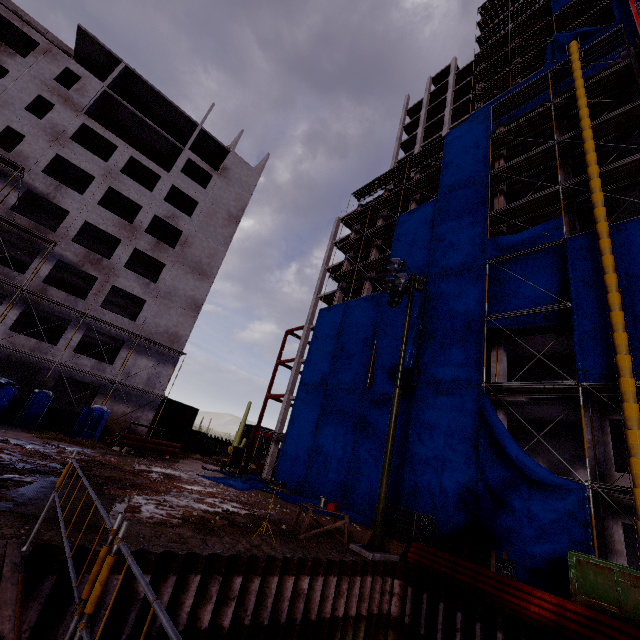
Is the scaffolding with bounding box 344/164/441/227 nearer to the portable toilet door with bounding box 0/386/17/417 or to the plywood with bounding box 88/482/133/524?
the plywood with bounding box 88/482/133/524

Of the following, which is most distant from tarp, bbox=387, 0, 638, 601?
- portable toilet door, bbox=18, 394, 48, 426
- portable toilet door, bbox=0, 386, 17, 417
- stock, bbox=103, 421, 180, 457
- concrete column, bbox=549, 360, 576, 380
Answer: portable toilet door, bbox=0, 386, 17, 417

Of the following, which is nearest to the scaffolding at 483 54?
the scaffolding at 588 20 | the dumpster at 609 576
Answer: the scaffolding at 588 20

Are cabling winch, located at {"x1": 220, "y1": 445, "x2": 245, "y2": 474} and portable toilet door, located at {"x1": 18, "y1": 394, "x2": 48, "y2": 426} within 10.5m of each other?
no

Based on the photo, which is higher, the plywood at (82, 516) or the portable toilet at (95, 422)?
the portable toilet at (95, 422)

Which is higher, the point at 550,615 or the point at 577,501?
the point at 577,501

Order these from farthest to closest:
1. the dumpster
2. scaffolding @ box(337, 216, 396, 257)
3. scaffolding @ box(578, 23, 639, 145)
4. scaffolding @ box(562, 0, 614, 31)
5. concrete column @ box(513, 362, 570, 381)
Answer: scaffolding @ box(337, 216, 396, 257), scaffolding @ box(562, 0, 614, 31), concrete column @ box(513, 362, 570, 381), scaffolding @ box(578, 23, 639, 145), the dumpster

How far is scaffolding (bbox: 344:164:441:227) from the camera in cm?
2933
